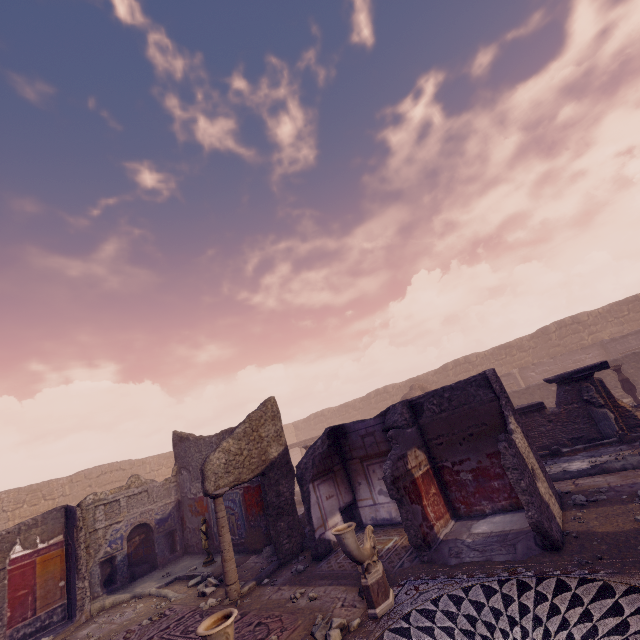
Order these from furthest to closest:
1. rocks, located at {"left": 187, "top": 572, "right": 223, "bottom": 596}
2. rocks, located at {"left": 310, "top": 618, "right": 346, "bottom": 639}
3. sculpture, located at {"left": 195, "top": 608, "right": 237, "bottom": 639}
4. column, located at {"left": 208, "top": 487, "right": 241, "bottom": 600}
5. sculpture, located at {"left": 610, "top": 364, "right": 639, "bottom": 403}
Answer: sculpture, located at {"left": 610, "top": 364, "right": 639, "bottom": 403} < rocks, located at {"left": 187, "top": 572, "right": 223, "bottom": 596} < column, located at {"left": 208, "top": 487, "right": 241, "bottom": 600} < rocks, located at {"left": 310, "top": 618, "right": 346, "bottom": 639} < sculpture, located at {"left": 195, "top": 608, "right": 237, "bottom": 639}

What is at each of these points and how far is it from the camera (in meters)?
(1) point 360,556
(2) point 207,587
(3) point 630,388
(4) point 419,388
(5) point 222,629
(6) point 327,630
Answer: (1) sculpture, 4.86
(2) rocks, 7.82
(3) sculpture, 12.32
(4) wall arch, 22.03
(5) sculpture, 3.12
(6) rocks, 4.69

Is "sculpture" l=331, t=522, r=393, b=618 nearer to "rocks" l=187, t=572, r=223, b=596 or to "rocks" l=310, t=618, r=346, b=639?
"rocks" l=310, t=618, r=346, b=639

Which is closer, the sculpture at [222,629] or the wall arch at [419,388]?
the sculpture at [222,629]

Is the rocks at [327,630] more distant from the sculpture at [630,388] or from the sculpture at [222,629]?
the sculpture at [630,388]

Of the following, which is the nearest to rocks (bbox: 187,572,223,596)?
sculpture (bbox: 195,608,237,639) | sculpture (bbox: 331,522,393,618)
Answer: sculpture (bbox: 331,522,393,618)

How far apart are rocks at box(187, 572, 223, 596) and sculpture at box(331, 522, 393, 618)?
4.50m

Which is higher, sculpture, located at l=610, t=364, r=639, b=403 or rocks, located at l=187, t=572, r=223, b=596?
sculpture, located at l=610, t=364, r=639, b=403
